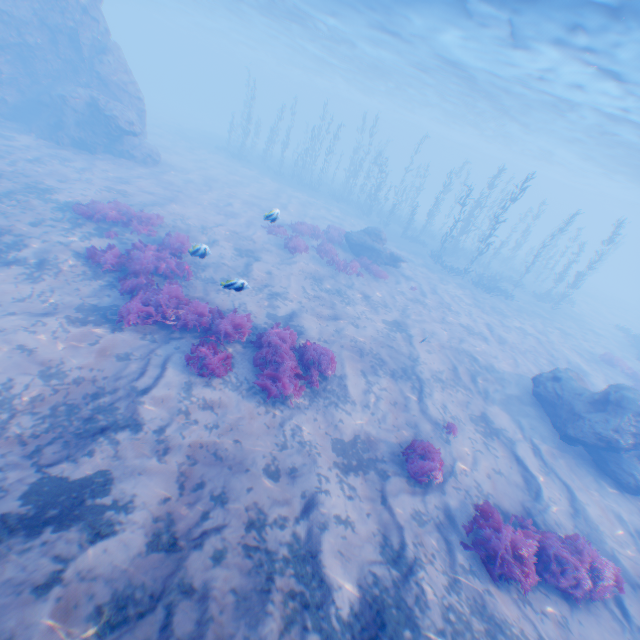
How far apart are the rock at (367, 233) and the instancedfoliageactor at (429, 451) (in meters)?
13.11

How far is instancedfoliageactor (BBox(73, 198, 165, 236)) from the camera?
12.3m

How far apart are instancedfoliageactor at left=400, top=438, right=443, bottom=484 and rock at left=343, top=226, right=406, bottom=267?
13.1 meters

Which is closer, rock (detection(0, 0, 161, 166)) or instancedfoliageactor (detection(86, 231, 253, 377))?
instancedfoliageactor (detection(86, 231, 253, 377))

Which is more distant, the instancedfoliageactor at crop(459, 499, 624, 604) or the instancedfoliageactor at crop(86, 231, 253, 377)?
the instancedfoliageactor at crop(86, 231, 253, 377)

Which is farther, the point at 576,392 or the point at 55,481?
the point at 576,392

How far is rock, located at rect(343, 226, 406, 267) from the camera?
20.0 meters

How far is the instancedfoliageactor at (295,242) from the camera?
17.03m
